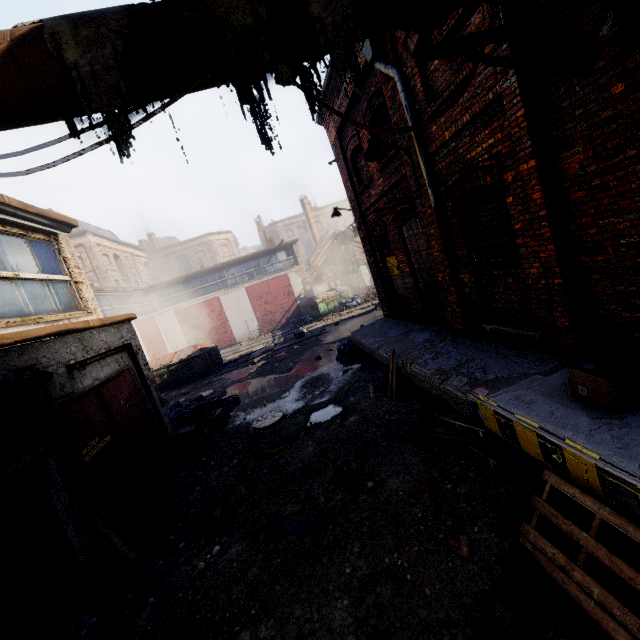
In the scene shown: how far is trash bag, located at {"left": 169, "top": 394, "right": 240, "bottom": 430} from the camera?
9.8 meters

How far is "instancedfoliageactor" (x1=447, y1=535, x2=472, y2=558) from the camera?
3.40m

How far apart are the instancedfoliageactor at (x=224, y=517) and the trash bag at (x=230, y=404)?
4.8 meters

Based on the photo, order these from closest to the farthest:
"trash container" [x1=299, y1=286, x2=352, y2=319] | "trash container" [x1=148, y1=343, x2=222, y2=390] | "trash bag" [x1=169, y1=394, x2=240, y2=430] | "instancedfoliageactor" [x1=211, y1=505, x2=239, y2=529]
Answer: "instancedfoliageactor" [x1=211, y1=505, x2=239, y2=529]
"trash bag" [x1=169, y1=394, x2=240, y2=430]
"trash container" [x1=148, y1=343, x2=222, y2=390]
"trash container" [x1=299, y1=286, x2=352, y2=319]

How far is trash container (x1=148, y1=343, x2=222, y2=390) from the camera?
17.3m

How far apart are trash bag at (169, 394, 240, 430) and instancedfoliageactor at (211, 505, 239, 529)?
4.8 meters

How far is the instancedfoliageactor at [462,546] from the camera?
3.40m

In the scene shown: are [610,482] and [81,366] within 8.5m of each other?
yes
